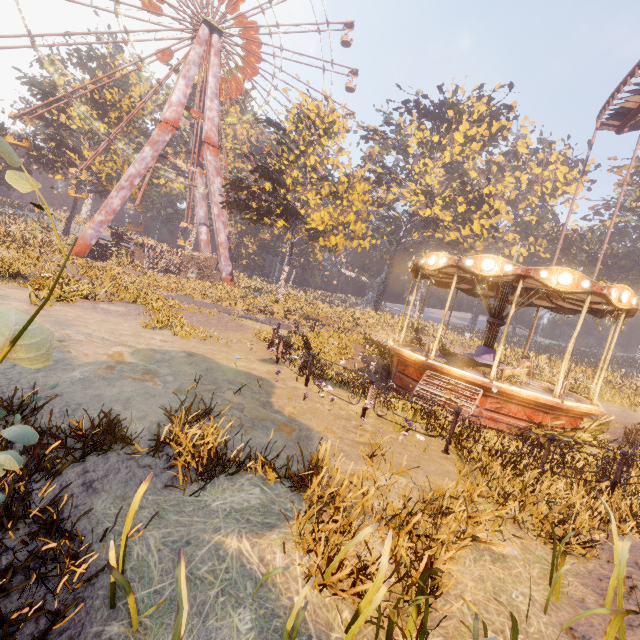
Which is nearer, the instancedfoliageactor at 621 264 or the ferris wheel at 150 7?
the ferris wheel at 150 7

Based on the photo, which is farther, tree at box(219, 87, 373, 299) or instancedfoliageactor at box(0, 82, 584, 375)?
tree at box(219, 87, 373, 299)

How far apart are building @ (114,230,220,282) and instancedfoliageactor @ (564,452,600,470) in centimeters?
3649cm

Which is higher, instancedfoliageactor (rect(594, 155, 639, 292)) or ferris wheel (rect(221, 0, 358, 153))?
ferris wheel (rect(221, 0, 358, 153))

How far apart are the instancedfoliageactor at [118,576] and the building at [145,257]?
38.0 meters

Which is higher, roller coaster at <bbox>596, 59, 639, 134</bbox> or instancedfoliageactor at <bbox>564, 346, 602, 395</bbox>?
roller coaster at <bbox>596, 59, 639, 134</bbox>

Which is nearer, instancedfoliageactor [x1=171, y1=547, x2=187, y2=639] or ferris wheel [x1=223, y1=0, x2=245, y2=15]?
instancedfoliageactor [x1=171, y1=547, x2=187, y2=639]

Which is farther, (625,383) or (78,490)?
(625,383)
